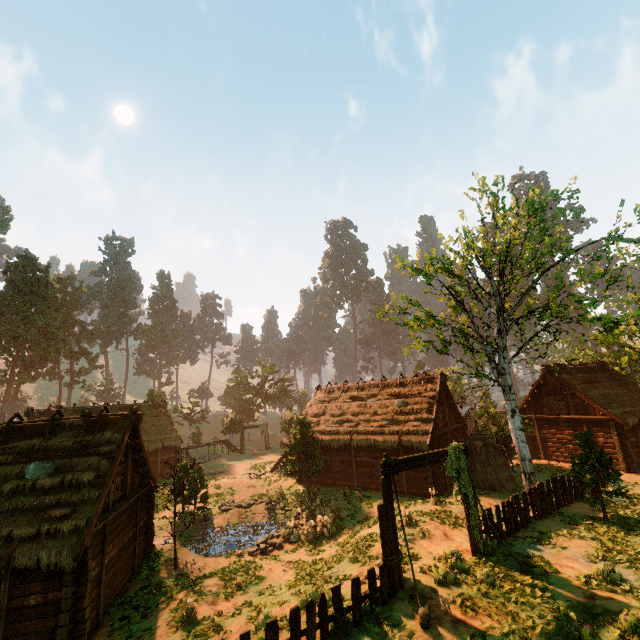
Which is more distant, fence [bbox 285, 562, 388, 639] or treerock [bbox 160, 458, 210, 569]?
treerock [bbox 160, 458, 210, 569]

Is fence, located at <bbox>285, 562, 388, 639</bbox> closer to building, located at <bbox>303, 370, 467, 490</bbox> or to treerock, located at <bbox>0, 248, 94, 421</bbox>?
building, located at <bbox>303, 370, 467, 490</bbox>

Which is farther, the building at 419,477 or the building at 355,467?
the building at 355,467

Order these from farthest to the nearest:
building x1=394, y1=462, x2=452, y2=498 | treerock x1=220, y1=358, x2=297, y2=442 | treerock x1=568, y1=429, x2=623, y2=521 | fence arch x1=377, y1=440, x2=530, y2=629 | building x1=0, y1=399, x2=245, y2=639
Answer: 1. treerock x1=220, y1=358, x2=297, y2=442
2. building x1=394, y1=462, x2=452, y2=498
3. treerock x1=568, y1=429, x2=623, y2=521
4. building x1=0, y1=399, x2=245, y2=639
5. fence arch x1=377, y1=440, x2=530, y2=629

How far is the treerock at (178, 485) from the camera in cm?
1705

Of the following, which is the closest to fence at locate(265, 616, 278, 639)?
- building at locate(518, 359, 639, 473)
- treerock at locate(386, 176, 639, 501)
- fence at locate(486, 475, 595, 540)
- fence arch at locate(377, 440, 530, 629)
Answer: fence arch at locate(377, 440, 530, 629)

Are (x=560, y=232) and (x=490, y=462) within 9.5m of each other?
no

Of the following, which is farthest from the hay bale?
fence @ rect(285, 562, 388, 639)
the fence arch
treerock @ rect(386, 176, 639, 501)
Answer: fence @ rect(285, 562, 388, 639)
